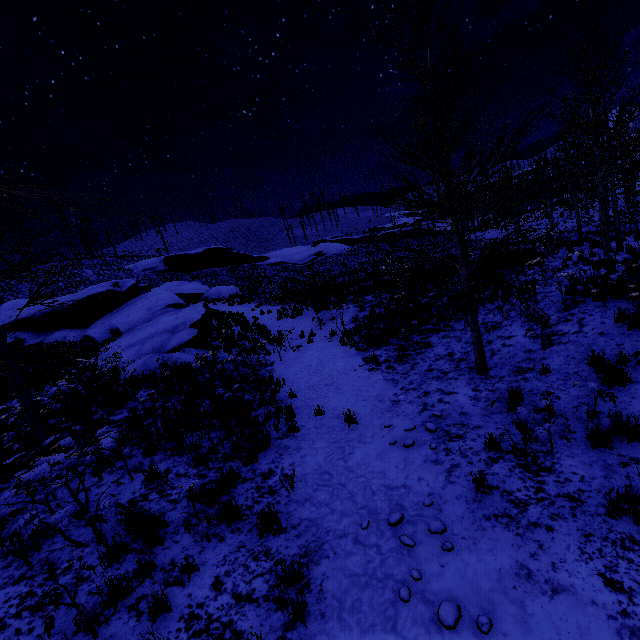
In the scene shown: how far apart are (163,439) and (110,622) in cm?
430

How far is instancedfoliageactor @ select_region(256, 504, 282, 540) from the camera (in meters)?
4.54

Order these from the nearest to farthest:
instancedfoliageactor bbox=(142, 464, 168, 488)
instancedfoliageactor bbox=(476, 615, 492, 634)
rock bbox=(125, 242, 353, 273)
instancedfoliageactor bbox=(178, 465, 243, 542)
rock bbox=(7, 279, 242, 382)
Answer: instancedfoliageactor bbox=(476, 615, 492, 634) → instancedfoliageactor bbox=(178, 465, 243, 542) → instancedfoliageactor bbox=(142, 464, 168, 488) → rock bbox=(7, 279, 242, 382) → rock bbox=(125, 242, 353, 273)

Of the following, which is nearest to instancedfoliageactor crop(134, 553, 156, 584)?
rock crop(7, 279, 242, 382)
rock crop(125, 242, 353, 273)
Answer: rock crop(7, 279, 242, 382)

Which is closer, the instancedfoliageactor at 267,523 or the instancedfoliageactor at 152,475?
the instancedfoliageactor at 267,523

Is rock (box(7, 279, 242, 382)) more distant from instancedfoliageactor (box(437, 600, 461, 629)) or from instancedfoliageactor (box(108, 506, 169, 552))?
instancedfoliageactor (box(437, 600, 461, 629))

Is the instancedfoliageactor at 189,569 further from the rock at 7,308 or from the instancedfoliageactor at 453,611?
the rock at 7,308
